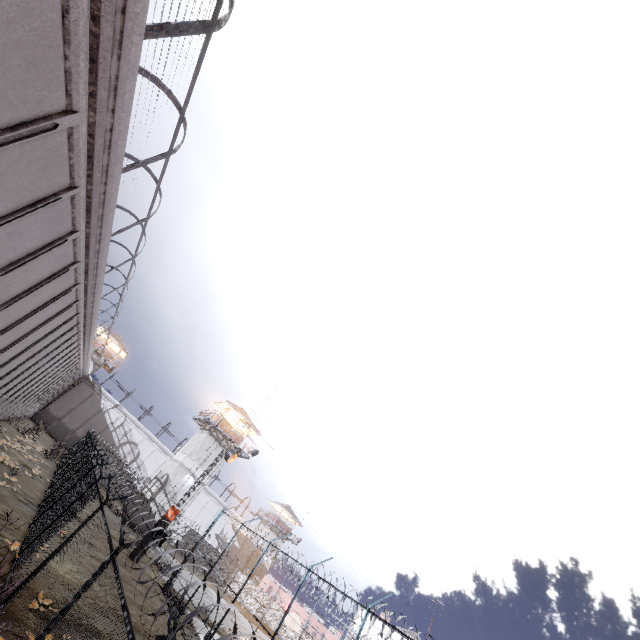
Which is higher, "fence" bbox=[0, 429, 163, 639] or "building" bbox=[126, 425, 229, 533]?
"building" bbox=[126, 425, 229, 533]

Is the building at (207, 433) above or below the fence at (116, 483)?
above

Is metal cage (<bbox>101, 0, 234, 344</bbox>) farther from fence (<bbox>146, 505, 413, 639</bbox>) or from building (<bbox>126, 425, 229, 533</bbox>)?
building (<bbox>126, 425, 229, 533</bbox>)

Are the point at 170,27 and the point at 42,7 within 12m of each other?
yes

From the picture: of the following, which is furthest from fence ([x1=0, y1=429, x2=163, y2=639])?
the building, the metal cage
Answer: the building

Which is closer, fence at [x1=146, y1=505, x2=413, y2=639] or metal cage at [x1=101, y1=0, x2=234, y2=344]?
fence at [x1=146, y1=505, x2=413, y2=639]

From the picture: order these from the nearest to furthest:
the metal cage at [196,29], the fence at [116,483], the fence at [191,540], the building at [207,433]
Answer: the fence at [191,540], the fence at [116,483], the metal cage at [196,29], the building at [207,433]
